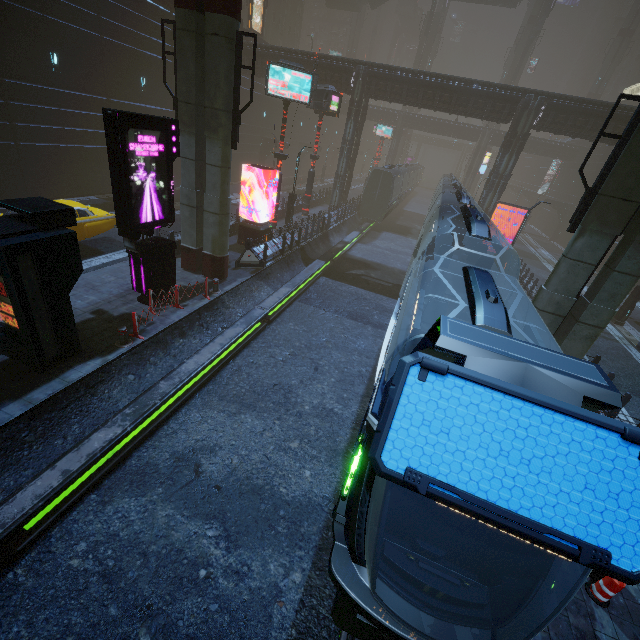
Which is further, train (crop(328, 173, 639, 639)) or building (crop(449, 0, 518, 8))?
building (crop(449, 0, 518, 8))

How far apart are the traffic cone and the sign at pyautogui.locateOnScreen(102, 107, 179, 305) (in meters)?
13.77

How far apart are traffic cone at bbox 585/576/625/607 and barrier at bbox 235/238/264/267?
15.5 meters

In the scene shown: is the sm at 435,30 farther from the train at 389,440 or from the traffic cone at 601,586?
the traffic cone at 601,586

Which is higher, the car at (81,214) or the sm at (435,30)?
the sm at (435,30)

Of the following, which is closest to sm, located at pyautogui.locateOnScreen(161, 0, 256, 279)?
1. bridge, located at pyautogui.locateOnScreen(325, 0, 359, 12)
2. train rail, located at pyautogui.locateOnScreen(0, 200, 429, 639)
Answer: train rail, located at pyautogui.locateOnScreen(0, 200, 429, 639)

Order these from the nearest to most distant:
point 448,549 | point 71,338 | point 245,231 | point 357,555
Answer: point 357,555 → point 448,549 → point 71,338 → point 245,231

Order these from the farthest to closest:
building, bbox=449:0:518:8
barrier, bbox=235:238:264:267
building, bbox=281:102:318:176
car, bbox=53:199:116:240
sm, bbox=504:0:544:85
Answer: sm, bbox=504:0:544:85 → building, bbox=449:0:518:8 → building, bbox=281:102:318:176 → barrier, bbox=235:238:264:267 → car, bbox=53:199:116:240
